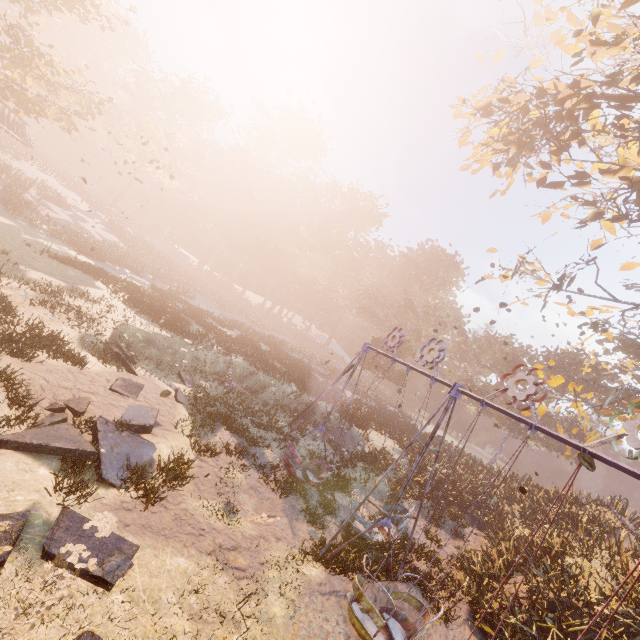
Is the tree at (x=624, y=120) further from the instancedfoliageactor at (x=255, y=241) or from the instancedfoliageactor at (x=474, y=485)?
the instancedfoliageactor at (x=255, y=241)

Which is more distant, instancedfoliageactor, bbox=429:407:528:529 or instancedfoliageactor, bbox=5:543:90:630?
instancedfoliageactor, bbox=429:407:528:529

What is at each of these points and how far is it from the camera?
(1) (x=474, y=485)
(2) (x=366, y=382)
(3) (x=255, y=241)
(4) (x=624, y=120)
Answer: (1) instancedfoliageactor, 20.9 meters
(2) instancedfoliageactor, 56.0 meters
(3) instancedfoliageactor, 57.0 meters
(4) tree, 15.4 meters

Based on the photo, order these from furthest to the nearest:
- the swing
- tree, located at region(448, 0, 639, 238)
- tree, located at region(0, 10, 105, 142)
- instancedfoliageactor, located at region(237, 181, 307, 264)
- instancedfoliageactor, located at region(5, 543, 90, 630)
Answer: instancedfoliageactor, located at region(237, 181, 307, 264), tree, located at region(0, 10, 105, 142), tree, located at region(448, 0, 639, 238), the swing, instancedfoliageactor, located at region(5, 543, 90, 630)

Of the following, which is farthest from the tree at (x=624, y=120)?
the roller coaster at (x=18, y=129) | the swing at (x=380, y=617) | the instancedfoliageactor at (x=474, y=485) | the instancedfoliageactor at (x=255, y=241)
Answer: the roller coaster at (x=18, y=129)

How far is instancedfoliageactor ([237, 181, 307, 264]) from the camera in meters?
56.5

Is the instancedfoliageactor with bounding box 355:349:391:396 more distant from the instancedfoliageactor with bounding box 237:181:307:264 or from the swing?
the swing

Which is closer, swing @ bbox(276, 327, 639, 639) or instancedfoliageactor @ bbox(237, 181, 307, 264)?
swing @ bbox(276, 327, 639, 639)
